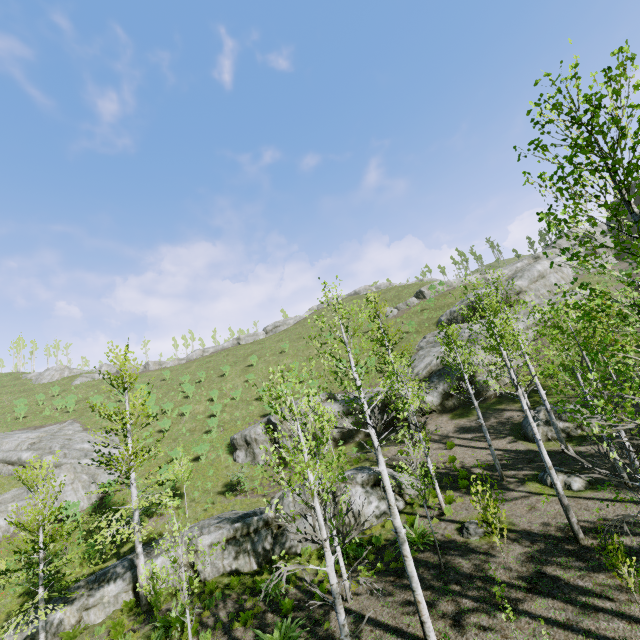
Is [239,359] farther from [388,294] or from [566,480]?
[566,480]

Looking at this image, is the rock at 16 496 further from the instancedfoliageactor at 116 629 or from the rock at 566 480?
the rock at 566 480

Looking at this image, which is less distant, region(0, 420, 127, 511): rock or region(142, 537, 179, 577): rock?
region(142, 537, 179, 577): rock

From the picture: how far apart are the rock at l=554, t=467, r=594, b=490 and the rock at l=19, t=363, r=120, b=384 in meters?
66.1 m

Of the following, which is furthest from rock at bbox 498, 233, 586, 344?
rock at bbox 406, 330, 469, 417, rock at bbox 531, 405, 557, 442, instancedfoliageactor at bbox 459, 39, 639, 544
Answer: instancedfoliageactor at bbox 459, 39, 639, 544

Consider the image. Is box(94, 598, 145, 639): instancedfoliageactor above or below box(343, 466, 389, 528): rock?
below

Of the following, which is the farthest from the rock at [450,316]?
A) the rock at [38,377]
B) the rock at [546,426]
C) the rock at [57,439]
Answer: the rock at [38,377]

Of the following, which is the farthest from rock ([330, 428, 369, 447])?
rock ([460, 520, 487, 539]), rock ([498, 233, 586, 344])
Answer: rock ([460, 520, 487, 539])
